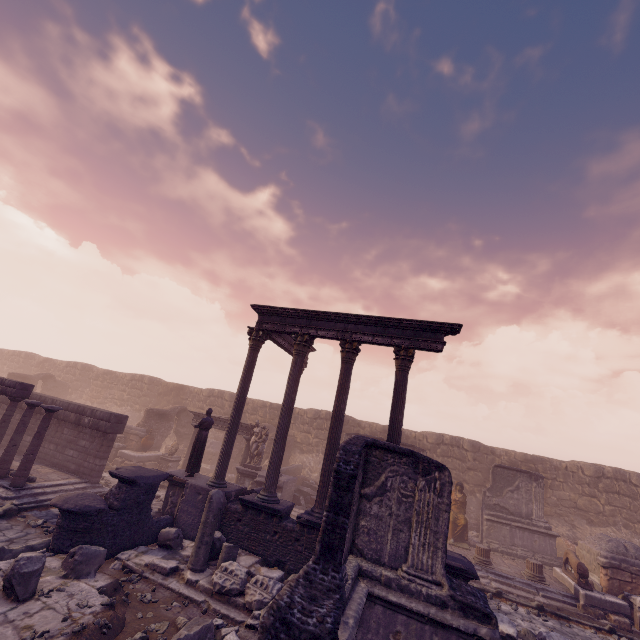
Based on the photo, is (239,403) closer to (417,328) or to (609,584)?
(417,328)

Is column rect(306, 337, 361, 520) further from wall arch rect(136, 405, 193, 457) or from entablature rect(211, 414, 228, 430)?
wall arch rect(136, 405, 193, 457)

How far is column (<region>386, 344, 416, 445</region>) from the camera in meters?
9.8 m

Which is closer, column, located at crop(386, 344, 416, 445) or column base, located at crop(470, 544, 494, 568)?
column, located at crop(386, 344, 416, 445)

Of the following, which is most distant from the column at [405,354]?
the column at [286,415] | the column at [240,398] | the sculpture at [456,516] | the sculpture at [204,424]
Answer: the sculpture at [456,516]

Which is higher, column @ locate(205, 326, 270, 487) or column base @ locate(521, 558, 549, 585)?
column @ locate(205, 326, 270, 487)

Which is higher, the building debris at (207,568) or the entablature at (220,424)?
the entablature at (220,424)

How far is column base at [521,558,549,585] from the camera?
11.8 meters
